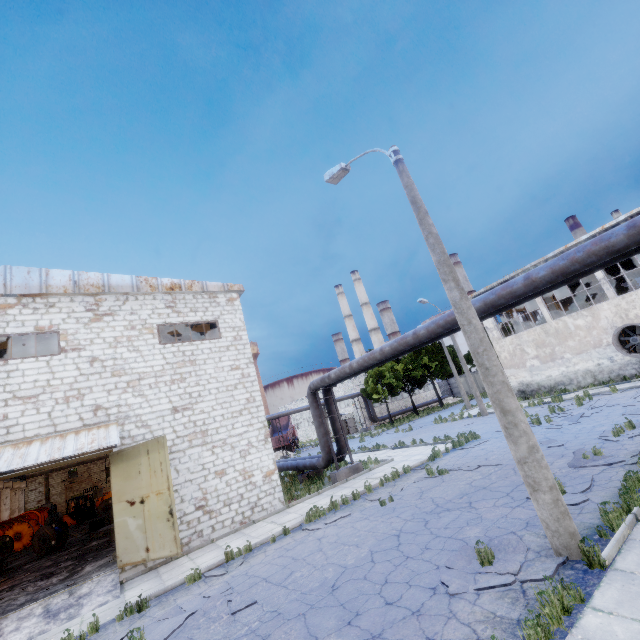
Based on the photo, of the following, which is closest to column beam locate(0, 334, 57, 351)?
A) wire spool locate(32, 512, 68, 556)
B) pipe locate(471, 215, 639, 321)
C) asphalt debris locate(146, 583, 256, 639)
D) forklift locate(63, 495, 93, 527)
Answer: pipe locate(471, 215, 639, 321)

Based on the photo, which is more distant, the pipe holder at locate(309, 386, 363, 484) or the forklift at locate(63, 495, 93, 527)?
the forklift at locate(63, 495, 93, 527)

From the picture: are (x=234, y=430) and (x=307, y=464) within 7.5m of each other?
yes

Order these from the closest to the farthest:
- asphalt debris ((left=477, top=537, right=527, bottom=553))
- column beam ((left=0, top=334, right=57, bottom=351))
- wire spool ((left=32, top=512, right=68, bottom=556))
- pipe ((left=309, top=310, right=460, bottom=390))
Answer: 1. asphalt debris ((left=477, top=537, right=527, bottom=553))
2. pipe ((left=309, top=310, right=460, bottom=390))
3. column beam ((left=0, top=334, right=57, bottom=351))
4. wire spool ((left=32, top=512, right=68, bottom=556))

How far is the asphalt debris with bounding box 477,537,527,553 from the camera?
5.93m

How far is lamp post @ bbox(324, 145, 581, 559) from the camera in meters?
5.4 m

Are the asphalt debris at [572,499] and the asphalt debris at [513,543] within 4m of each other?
yes

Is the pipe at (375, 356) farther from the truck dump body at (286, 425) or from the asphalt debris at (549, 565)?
the truck dump body at (286, 425)
